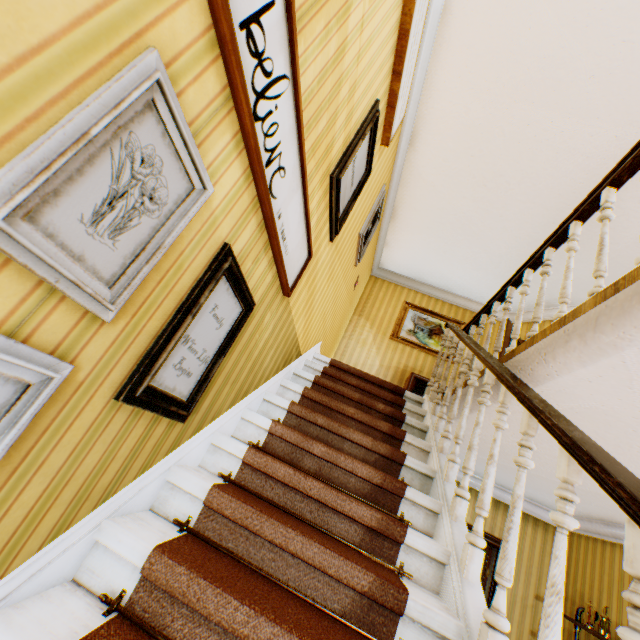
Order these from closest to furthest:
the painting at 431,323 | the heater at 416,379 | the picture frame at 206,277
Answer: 1. the picture frame at 206,277
2. the heater at 416,379
3. the painting at 431,323

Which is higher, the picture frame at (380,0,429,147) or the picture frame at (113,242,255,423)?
the picture frame at (380,0,429,147)

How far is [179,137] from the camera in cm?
96

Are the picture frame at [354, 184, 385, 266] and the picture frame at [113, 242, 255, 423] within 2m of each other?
no

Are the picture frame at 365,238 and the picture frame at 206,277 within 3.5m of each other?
yes

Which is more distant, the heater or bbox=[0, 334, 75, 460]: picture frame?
the heater

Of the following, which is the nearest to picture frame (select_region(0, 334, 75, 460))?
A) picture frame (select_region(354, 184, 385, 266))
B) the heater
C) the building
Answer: the building

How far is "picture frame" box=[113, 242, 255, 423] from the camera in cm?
122
